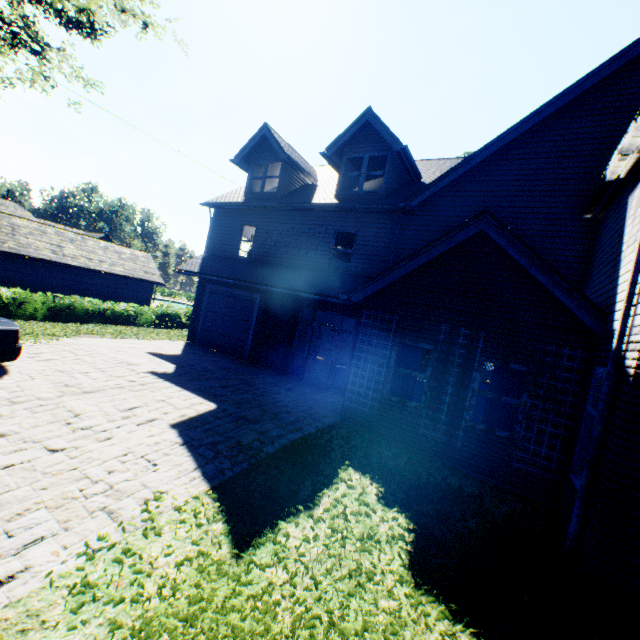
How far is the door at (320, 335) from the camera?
12.19m

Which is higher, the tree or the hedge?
the tree

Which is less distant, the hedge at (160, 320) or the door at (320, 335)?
the door at (320, 335)

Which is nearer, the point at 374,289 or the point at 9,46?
the point at 374,289

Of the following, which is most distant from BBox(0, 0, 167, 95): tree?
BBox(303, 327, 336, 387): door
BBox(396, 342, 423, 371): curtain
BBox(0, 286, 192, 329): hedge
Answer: BBox(303, 327, 336, 387): door

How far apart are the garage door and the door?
3.0 meters

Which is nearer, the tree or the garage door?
the tree

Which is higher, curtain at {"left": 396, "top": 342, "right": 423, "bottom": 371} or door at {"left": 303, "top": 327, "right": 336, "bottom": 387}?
curtain at {"left": 396, "top": 342, "right": 423, "bottom": 371}
